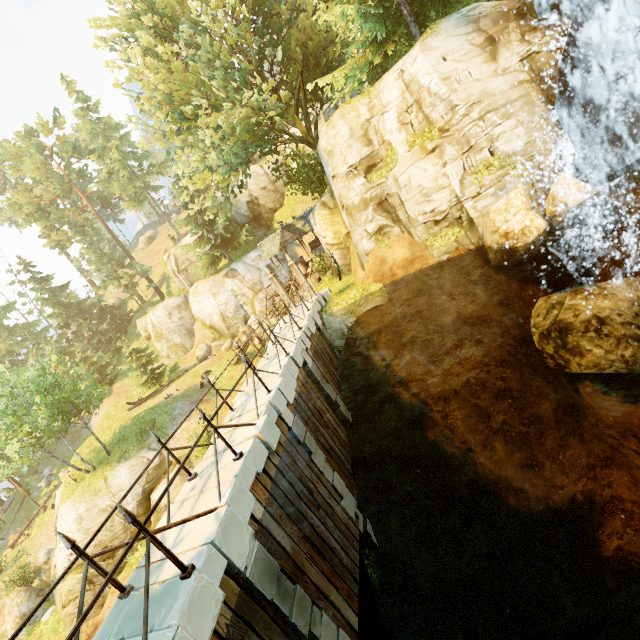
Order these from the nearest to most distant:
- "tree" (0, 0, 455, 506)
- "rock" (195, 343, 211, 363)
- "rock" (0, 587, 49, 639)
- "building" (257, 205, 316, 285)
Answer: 1. "tree" (0, 0, 455, 506)
2. "rock" (0, 587, 49, 639)
3. "building" (257, 205, 316, 285)
4. "rock" (195, 343, 211, 363)

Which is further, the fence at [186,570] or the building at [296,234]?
the building at [296,234]

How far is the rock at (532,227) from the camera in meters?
10.3

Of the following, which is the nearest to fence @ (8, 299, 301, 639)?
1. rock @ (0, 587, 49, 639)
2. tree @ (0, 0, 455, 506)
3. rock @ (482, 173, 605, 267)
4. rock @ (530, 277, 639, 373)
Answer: tree @ (0, 0, 455, 506)

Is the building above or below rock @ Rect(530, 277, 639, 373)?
above

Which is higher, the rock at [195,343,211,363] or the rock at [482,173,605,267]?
the rock at [482,173,605,267]

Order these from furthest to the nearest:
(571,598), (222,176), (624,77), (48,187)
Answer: (48,187) → (222,176) → (624,77) → (571,598)

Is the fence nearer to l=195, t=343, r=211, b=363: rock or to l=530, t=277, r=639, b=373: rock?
l=530, t=277, r=639, b=373: rock
